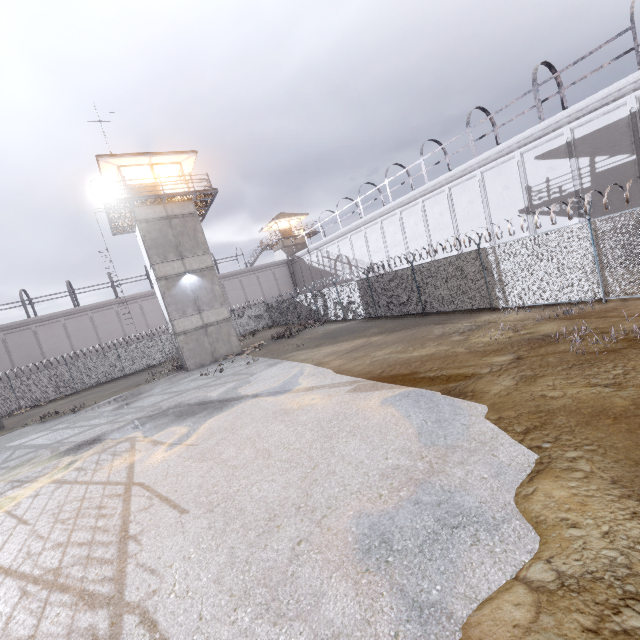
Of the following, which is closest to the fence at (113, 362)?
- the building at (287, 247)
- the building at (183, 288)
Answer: the building at (183, 288)

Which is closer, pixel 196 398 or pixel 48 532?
pixel 48 532

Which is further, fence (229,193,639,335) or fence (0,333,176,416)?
fence (0,333,176,416)

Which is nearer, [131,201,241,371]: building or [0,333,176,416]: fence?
[131,201,241,371]: building

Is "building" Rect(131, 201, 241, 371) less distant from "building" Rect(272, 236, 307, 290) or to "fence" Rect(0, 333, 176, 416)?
"fence" Rect(0, 333, 176, 416)

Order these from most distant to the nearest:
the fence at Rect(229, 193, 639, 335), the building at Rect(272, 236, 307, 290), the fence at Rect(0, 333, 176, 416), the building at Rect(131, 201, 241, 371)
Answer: the building at Rect(272, 236, 307, 290) → the fence at Rect(0, 333, 176, 416) → the building at Rect(131, 201, 241, 371) → the fence at Rect(229, 193, 639, 335)

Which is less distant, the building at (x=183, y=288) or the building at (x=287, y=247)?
the building at (x=183, y=288)

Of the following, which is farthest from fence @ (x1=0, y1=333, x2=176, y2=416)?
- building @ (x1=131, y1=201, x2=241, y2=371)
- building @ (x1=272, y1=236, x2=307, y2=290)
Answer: building @ (x1=272, y1=236, x2=307, y2=290)
